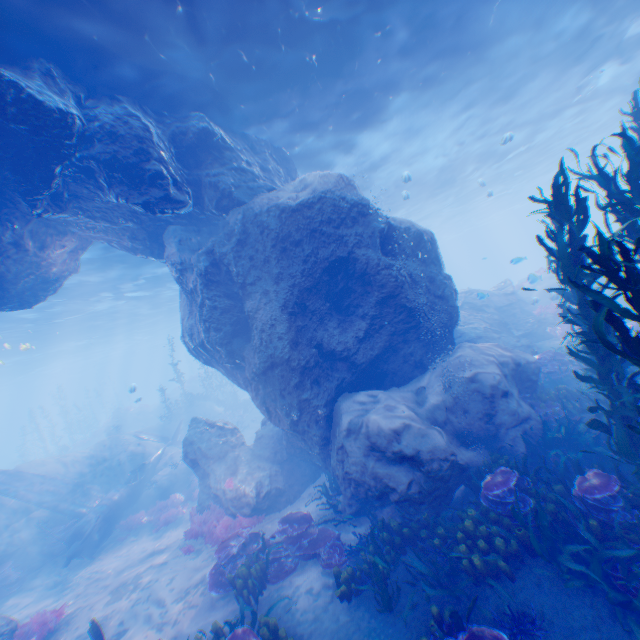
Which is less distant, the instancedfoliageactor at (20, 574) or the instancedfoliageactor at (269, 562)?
the instancedfoliageactor at (269, 562)

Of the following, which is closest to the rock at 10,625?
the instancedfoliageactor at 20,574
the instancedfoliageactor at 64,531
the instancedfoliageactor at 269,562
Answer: the instancedfoliageactor at 269,562

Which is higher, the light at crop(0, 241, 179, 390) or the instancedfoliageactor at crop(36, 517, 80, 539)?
the light at crop(0, 241, 179, 390)

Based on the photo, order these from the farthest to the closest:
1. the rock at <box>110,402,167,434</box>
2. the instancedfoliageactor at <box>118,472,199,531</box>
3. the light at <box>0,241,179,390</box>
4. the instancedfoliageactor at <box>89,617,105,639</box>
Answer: the rock at <box>110,402,167,434</box>, the light at <box>0,241,179,390</box>, the instancedfoliageactor at <box>118,472,199,531</box>, the instancedfoliageactor at <box>89,617,105,639</box>

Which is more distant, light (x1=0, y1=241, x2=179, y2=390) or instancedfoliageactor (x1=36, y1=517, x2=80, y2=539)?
light (x1=0, y1=241, x2=179, y2=390)

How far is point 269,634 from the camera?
5.9m

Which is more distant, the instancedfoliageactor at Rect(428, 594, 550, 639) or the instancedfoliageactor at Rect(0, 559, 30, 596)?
the instancedfoliageactor at Rect(0, 559, 30, 596)

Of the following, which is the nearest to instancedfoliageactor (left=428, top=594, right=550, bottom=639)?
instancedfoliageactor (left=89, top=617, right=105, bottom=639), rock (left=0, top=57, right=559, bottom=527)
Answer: rock (left=0, top=57, right=559, bottom=527)
